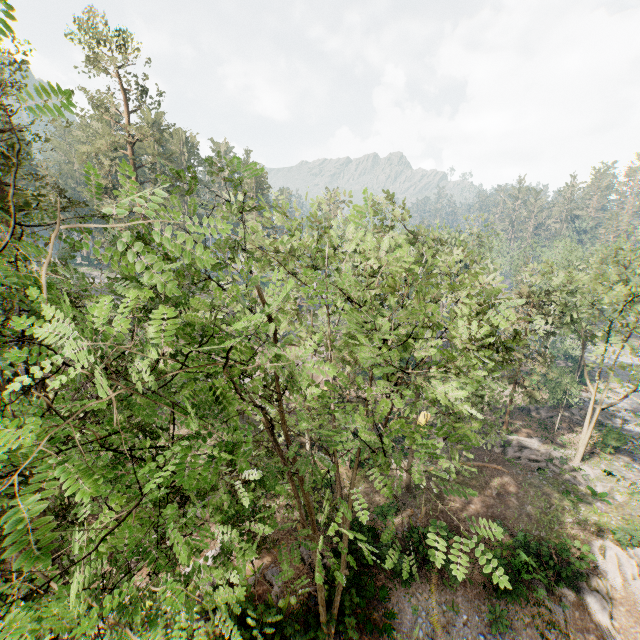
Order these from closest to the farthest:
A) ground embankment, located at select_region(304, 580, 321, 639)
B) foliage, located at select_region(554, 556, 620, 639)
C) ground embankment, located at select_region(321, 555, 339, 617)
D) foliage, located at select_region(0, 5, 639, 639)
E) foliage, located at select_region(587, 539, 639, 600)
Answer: foliage, located at select_region(0, 5, 639, 639) < ground embankment, located at select_region(304, 580, 321, 639) < ground embankment, located at select_region(321, 555, 339, 617) < foliage, located at select_region(554, 556, 620, 639) < foliage, located at select_region(587, 539, 639, 600)

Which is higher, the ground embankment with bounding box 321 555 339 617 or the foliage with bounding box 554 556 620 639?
the ground embankment with bounding box 321 555 339 617

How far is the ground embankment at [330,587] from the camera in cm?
1496

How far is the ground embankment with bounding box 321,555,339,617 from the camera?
15.0 meters

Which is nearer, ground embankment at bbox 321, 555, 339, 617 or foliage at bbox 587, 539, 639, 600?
ground embankment at bbox 321, 555, 339, 617

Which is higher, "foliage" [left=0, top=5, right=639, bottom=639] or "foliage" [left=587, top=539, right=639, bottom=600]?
"foliage" [left=0, top=5, right=639, bottom=639]

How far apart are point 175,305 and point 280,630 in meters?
16.9

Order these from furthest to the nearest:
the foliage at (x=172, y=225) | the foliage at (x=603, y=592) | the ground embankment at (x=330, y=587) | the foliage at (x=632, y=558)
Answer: the foliage at (x=632, y=558), the foliage at (x=603, y=592), the ground embankment at (x=330, y=587), the foliage at (x=172, y=225)
